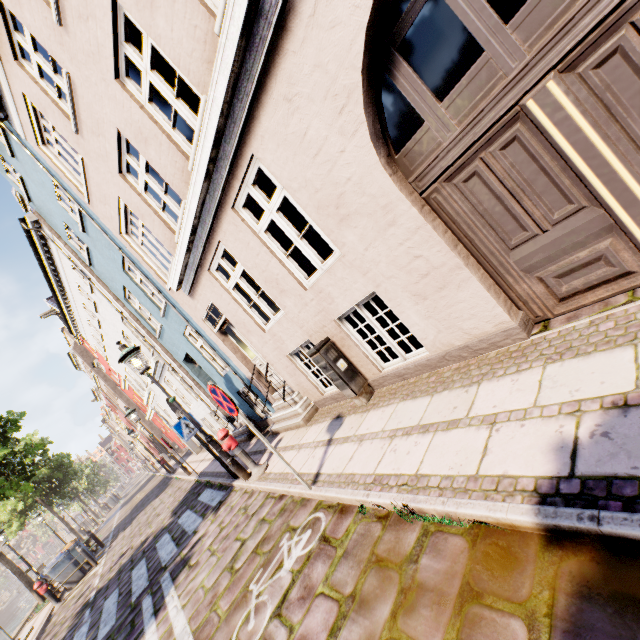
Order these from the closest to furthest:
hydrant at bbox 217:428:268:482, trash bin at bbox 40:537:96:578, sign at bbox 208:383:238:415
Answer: sign at bbox 208:383:238:415 < hydrant at bbox 217:428:268:482 < trash bin at bbox 40:537:96:578

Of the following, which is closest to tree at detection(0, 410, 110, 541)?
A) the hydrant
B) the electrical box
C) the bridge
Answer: the bridge

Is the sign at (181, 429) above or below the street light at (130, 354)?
below

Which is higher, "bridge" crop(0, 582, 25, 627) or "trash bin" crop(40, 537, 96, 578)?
"trash bin" crop(40, 537, 96, 578)

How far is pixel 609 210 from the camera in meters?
2.7 m

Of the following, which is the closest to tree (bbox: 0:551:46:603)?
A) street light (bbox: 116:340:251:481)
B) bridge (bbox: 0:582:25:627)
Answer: bridge (bbox: 0:582:25:627)

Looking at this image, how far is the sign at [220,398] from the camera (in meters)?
4.01

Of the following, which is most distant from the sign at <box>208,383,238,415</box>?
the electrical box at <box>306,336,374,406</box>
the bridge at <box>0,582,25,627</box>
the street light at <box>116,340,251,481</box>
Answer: the bridge at <box>0,582,25,627</box>
